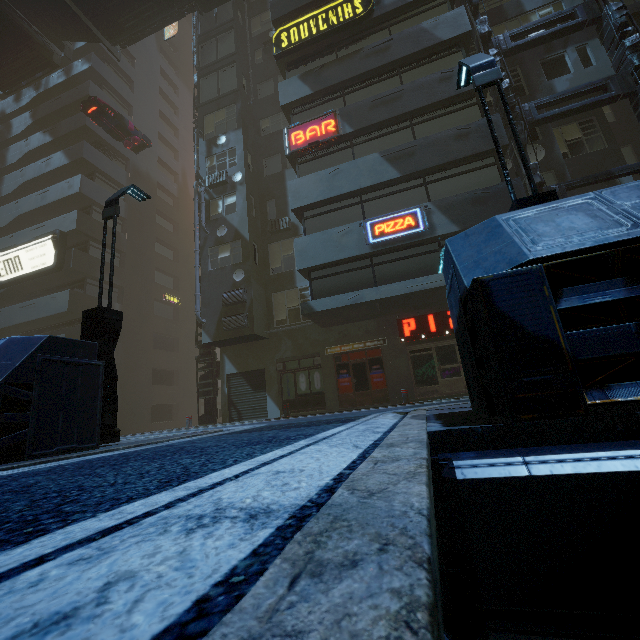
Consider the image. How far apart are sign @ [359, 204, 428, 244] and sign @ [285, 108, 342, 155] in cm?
439

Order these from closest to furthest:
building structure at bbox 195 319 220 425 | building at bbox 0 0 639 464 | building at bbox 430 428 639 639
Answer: building at bbox 430 428 639 639 < building at bbox 0 0 639 464 < building structure at bbox 195 319 220 425

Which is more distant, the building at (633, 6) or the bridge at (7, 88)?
the bridge at (7, 88)

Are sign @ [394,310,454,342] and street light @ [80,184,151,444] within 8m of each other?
no

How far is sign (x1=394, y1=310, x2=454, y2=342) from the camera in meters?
13.8

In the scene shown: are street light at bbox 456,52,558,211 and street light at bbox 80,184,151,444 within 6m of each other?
no

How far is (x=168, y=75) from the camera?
36.1 meters

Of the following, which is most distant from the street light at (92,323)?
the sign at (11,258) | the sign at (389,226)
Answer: the sign at (11,258)
